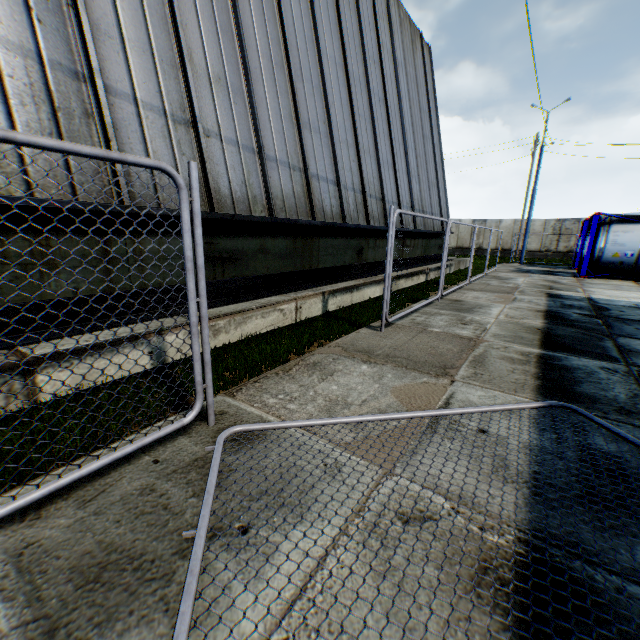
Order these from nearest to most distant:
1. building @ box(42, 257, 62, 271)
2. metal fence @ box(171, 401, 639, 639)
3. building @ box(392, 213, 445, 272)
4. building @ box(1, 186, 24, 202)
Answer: metal fence @ box(171, 401, 639, 639) < building @ box(1, 186, 24, 202) < building @ box(42, 257, 62, 271) < building @ box(392, 213, 445, 272)

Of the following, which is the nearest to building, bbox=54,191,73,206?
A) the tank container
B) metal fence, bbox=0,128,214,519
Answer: metal fence, bbox=0,128,214,519

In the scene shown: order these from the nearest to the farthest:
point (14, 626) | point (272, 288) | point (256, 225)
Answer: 1. point (14, 626)
2. point (256, 225)
3. point (272, 288)

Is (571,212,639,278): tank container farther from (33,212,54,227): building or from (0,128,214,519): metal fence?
(0,128,214,519): metal fence

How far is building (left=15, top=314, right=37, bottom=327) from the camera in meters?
3.6 m

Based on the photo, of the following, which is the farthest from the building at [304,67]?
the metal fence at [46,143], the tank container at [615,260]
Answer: the tank container at [615,260]

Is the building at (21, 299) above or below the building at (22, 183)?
below
